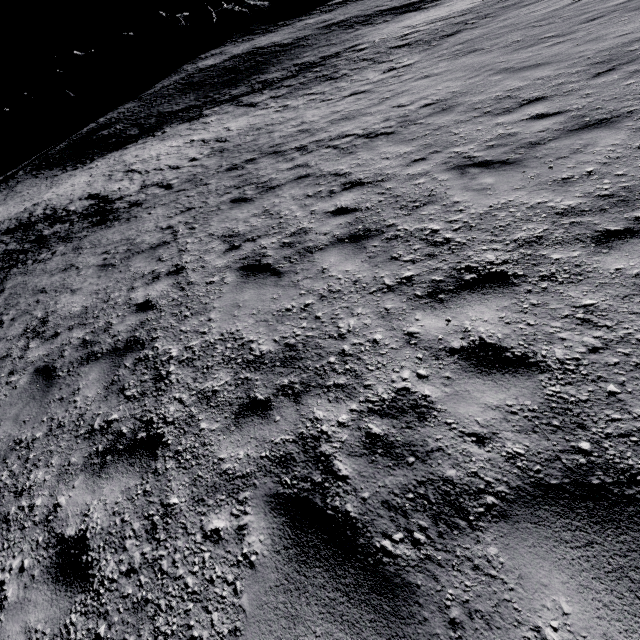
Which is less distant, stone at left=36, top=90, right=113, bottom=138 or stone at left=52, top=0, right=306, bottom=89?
stone at left=36, top=90, right=113, bottom=138

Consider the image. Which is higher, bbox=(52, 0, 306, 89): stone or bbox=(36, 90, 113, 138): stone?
bbox=(52, 0, 306, 89): stone

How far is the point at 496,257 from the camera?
3.6m

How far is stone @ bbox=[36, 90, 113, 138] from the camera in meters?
Result: 46.8 m

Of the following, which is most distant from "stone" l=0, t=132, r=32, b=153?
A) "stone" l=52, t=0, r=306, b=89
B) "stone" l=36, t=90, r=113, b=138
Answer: "stone" l=52, t=0, r=306, b=89

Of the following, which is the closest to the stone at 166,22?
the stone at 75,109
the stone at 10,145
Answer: the stone at 75,109

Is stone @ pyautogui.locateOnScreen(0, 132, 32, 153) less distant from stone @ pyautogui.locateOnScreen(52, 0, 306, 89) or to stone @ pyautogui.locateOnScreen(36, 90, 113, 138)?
stone @ pyautogui.locateOnScreen(36, 90, 113, 138)
